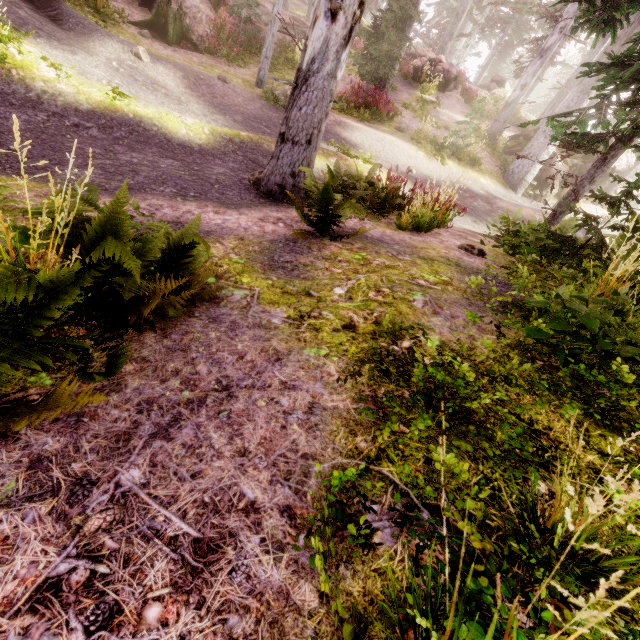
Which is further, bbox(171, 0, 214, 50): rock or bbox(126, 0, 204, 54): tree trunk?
bbox(171, 0, 214, 50): rock

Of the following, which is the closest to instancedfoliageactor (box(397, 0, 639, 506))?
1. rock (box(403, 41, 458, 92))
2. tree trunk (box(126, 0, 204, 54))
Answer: rock (box(403, 41, 458, 92))

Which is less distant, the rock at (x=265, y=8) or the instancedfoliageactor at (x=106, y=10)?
the instancedfoliageactor at (x=106, y=10)

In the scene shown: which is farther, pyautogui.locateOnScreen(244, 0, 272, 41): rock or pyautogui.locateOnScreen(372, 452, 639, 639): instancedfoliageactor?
pyautogui.locateOnScreen(244, 0, 272, 41): rock

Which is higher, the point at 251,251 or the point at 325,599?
the point at 325,599

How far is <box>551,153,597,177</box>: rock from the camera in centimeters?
1725cm

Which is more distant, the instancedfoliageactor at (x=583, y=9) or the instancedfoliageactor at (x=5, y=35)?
the instancedfoliageactor at (x=5, y=35)

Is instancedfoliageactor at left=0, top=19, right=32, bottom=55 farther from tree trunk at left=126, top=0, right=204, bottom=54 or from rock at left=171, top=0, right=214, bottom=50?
tree trunk at left=126, top=0, right=204, bottom=54
